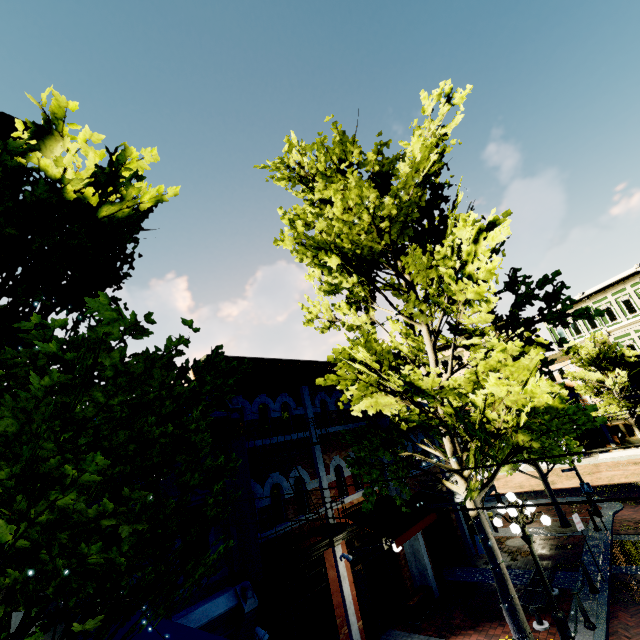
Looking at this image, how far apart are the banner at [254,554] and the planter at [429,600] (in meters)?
7.40

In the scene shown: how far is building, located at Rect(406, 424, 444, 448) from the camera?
15.9 meters

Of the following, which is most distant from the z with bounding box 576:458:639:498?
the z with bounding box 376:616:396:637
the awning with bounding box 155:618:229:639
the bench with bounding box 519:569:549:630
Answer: the awning with bounding box 155:618:229:639

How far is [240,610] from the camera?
6.7 meters

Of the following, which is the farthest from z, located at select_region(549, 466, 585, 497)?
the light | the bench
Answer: the light

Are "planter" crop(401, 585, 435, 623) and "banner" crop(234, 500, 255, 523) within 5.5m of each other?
no

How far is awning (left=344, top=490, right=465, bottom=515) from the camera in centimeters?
1173cm

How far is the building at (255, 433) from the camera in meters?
9.1 m
